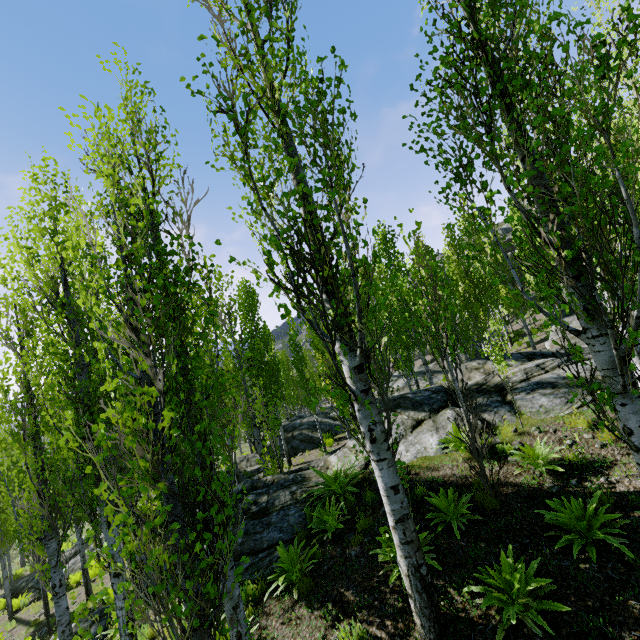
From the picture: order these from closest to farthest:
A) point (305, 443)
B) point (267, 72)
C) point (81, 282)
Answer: point (267, 72) < point (81, 282) < point (305, 443)

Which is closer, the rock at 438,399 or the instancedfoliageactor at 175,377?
the instancedfoliageactor at 175,377

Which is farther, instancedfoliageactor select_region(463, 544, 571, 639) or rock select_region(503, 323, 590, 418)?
rock select_region(503, 323, 590, 418)

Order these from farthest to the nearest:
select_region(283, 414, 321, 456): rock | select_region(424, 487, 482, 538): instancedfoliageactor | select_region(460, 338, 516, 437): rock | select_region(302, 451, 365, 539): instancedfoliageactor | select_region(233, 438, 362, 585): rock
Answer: select_region(283, 414, 321, 456): rock, select_region(460, 338, 516, 437): rock, select_region(233, 438, 362, 585): rock, select_region(302, 451, 365, 539): instancedfoliageactor, select_region(424, 487, 482, 538): instancedfoliageactor

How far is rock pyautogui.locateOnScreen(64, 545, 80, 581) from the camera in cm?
1688

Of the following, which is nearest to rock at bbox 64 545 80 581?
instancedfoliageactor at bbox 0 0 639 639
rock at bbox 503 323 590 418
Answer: instancedfoliageactor at bbox 0 0 639 639

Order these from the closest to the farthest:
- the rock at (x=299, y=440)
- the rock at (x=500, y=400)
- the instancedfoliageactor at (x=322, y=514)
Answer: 1. the instancedfoliageactor at (x=322, y=514)
2. the rock at (x=500, y=400)
3. the rock at (x=299, y=440)
